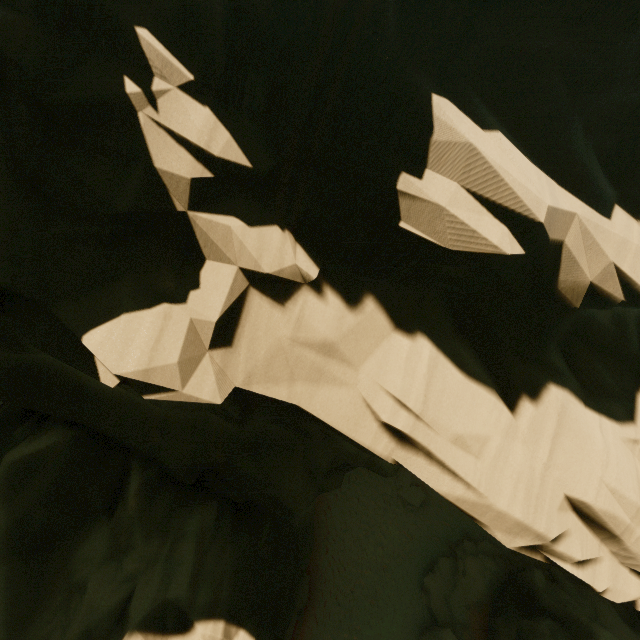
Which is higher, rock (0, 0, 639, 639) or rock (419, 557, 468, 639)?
rock (0, 0, 639, 639)

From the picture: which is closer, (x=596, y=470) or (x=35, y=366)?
(x=596, y=470)

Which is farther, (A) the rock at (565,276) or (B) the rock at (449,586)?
(B) the rock at (449,586)

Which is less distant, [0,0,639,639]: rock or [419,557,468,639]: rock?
[0,0,639,639]: rock

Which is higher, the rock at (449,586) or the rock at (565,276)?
the rock at (565,276)
